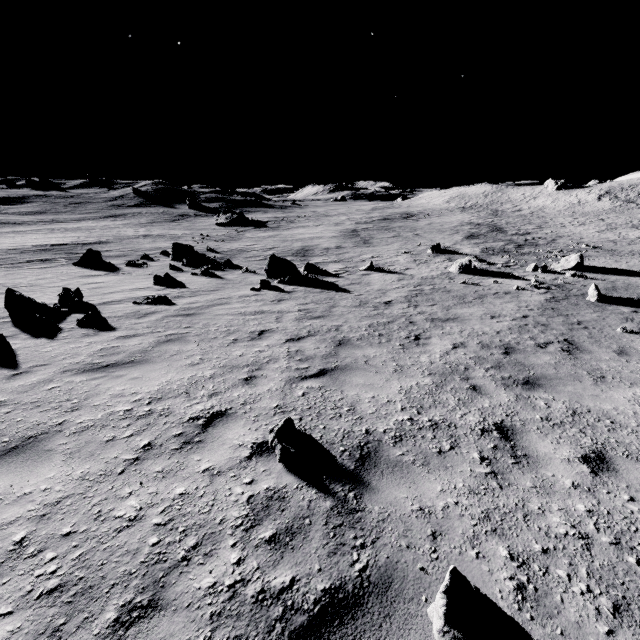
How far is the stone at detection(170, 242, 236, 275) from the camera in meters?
18.1

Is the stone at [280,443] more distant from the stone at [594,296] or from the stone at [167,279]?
the stone at [594,296]

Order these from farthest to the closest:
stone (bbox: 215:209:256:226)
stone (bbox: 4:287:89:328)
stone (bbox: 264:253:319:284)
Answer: stone (bbox: 215:209:256:226)
stone (bbox: 264:253:319:284)
stone (bbox: 4:287:89:328)

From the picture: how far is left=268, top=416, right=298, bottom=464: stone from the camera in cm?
362

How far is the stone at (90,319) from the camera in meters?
8.7

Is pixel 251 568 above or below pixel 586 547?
above

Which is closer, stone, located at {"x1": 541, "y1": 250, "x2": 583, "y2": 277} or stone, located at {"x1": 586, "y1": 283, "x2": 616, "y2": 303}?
stone, located at {"x1": 586, "y1": 283, "x2": 616, "y2": 303}

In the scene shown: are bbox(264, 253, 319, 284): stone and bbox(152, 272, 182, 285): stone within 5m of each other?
yes
